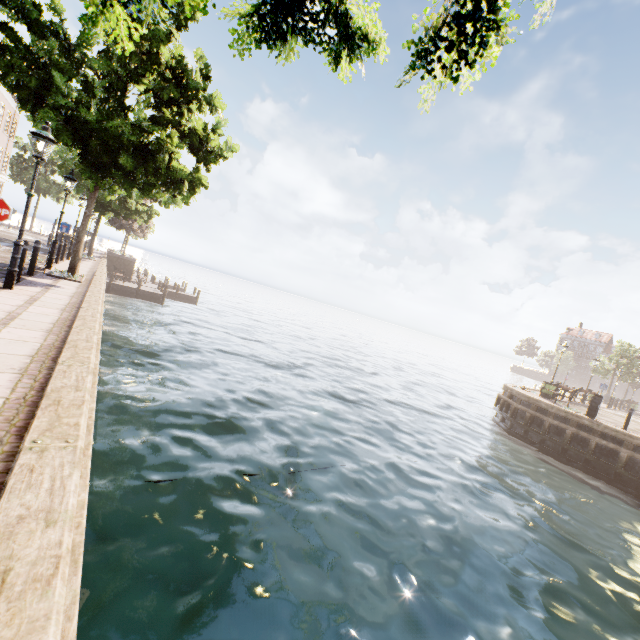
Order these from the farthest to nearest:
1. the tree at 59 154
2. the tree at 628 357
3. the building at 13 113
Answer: the tree at 628 357
the building at 13 113
the tree at 59 154

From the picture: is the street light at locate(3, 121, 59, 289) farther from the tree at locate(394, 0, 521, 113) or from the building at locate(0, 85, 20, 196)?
the building at locate(0, 85, 20, 196)

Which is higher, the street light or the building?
the building

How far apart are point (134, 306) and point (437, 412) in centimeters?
2189cm

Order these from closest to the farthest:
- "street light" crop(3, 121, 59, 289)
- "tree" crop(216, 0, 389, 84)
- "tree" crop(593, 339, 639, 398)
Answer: "tree" crop(216, 0, 389, 84), "street light" crop(3, 121, 59, 289), "tree" crop(593, 339, 639, 398)

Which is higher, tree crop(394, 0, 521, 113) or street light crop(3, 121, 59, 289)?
tree crop(394, 0, 521, 113)

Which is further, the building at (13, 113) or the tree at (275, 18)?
the building at (13, 113)

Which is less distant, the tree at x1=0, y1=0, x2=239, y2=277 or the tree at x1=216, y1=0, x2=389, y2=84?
the tree at x1=216, y1=0, x2=389, y2=84
